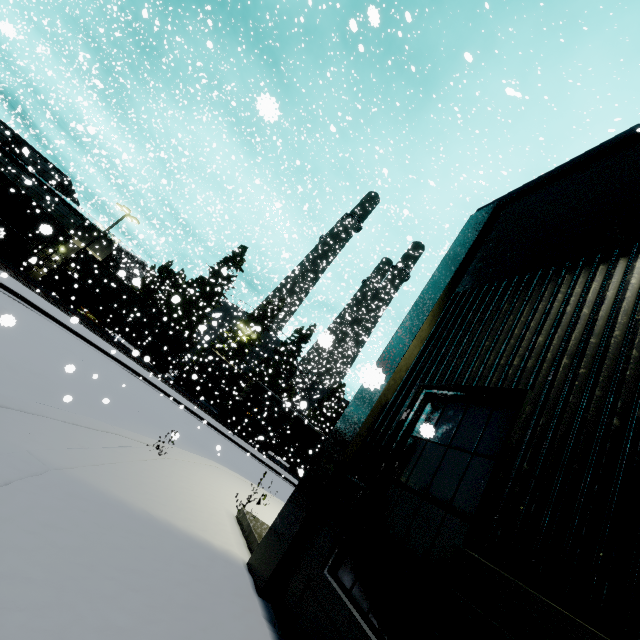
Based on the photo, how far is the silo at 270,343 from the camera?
44.8 meters

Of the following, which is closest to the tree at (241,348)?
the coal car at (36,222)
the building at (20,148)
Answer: the coal car at (36,222)

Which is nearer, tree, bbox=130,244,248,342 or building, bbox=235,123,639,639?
building, bbox=235,123,639,639

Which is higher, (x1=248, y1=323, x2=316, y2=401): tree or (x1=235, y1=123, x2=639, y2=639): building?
(x1=248, y1=323, x2=316, y2=401): tree

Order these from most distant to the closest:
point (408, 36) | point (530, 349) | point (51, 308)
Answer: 1. point (408, 36)
2. point (51, 308)
3. point (530, 349)

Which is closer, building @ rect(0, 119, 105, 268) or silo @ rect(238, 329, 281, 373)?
building @ rect(0, 119, 105, 268)

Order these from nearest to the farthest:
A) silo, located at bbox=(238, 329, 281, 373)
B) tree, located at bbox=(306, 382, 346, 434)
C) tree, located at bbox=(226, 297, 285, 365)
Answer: tree, located at bbox=(226, 297, 285, 365), tree, located at bbox=(306, 382, 346, 434), silo, located at bbox=(238, 329, 281, 373)

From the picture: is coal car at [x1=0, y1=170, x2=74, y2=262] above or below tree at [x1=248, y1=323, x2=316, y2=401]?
below
